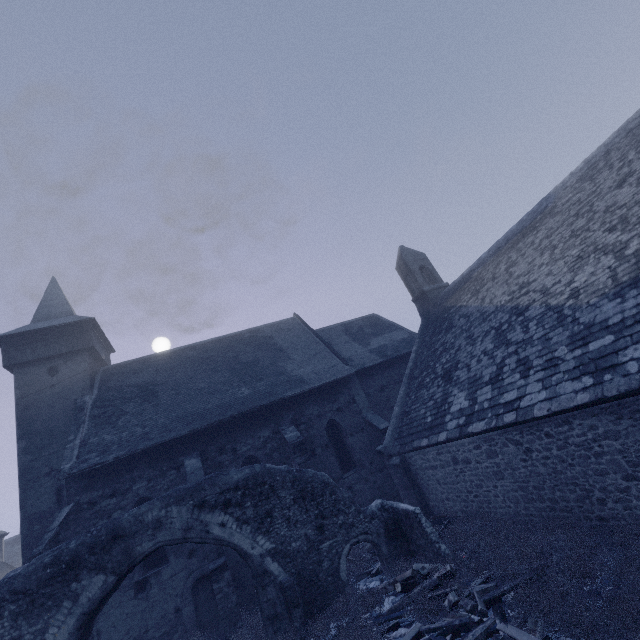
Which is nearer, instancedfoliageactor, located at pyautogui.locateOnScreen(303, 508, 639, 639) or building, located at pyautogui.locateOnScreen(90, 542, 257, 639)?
instancedfoliageactor, located at pyautogui.locateOnScreen(303, 508, 639, 639)

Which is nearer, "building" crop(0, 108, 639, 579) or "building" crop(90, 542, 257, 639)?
"building" crop(0, 108, 639, 579)

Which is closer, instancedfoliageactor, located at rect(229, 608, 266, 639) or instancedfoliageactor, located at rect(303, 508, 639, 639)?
instancedfoliageactor, located at rect(303, 508, 639, 639)

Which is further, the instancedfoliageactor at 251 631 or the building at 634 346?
the instancedfoliageactor at 251 631

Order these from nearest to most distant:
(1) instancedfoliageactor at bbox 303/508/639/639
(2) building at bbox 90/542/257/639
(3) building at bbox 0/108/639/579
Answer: (1) instancedfoliageactor at bbox 303/508/639/639 → (3) building at bbox 0/108/639/579 → (2) building at bbox 90/542/257/639

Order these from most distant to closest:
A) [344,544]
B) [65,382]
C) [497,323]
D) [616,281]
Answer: [65,382] → [497,323] → [344,544] → [616,281]
